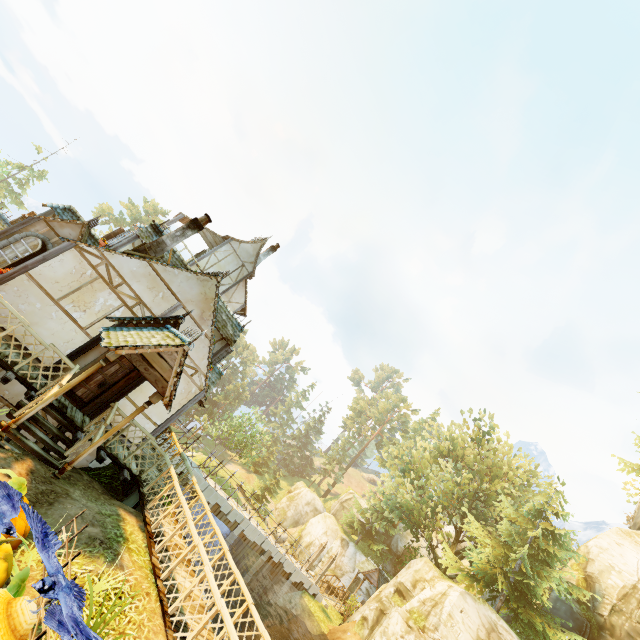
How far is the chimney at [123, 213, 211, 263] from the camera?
12.0m

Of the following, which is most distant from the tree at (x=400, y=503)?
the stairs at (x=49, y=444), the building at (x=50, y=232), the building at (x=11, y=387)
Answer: the building at (x=11, y=387)

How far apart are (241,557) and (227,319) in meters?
15.8 m

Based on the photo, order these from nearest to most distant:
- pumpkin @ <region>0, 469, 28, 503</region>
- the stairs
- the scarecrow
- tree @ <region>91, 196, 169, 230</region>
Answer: the scarecrow < pumpkin @ <region>0, 469, 28, 503</region> < the stairs < tree @ <region>91, 196, 169, 230</region>

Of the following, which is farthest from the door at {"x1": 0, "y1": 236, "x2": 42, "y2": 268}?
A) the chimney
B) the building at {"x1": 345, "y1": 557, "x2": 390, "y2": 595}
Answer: the building at {"x1": 345, "y1": 557, "x2": 390, "y2": 595}

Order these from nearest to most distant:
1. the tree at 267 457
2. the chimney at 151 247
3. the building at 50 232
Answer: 1. the building at 50 232
2. the chimney at 151 247
3. the tree at 267 457

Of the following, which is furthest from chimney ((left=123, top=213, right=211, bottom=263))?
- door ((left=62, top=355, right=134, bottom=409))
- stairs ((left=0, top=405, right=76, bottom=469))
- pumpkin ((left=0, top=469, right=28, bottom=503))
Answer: pumpkin ((left=0, top=469, right=28, bottom=503))

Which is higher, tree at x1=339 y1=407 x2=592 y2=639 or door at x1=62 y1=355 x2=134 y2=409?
tree at x1=339 y1=407 x2=592 y2=639
